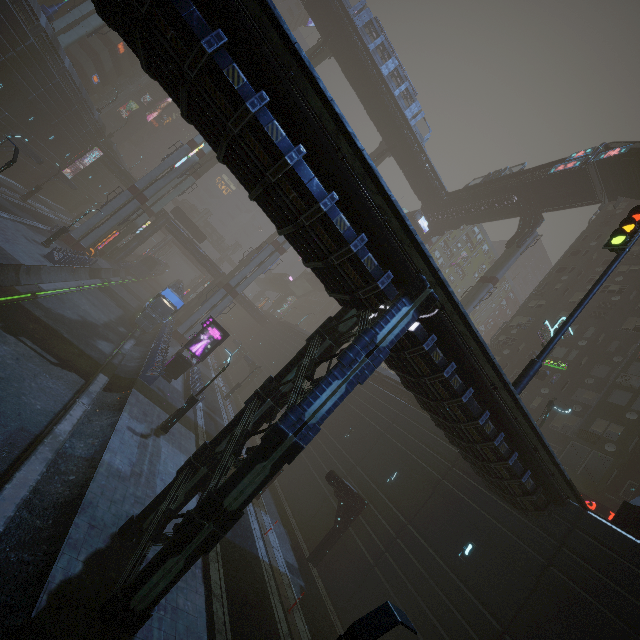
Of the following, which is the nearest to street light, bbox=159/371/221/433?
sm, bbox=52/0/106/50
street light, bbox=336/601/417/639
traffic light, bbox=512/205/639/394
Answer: traffic light, bbox=512/205/639/394

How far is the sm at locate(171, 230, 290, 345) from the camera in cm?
4212

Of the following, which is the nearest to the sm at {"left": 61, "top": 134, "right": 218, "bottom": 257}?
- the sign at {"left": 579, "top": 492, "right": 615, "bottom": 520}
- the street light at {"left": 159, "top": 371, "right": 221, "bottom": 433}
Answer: the sign at {"left": 579, "top": 492, "right": 615, "bottom": 520}

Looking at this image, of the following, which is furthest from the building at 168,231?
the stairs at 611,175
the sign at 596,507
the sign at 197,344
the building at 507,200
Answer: the building at 507,200

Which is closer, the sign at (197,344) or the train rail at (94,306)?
the train rail at (94,306)

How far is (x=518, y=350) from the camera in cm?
3506

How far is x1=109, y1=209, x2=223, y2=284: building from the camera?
53.62m

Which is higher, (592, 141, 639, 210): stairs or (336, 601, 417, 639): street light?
(592, 141, 639, 210): stairs
